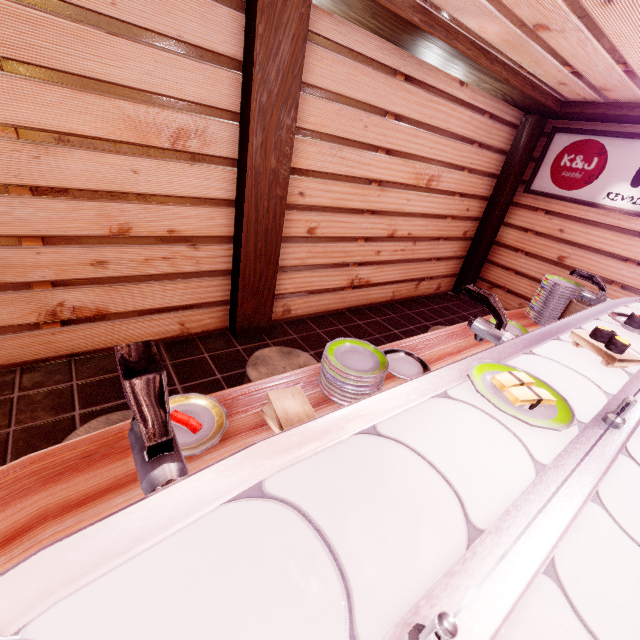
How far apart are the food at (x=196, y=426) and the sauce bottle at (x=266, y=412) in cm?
38

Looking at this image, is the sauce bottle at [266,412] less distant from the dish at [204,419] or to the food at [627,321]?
the dish at [204,419]

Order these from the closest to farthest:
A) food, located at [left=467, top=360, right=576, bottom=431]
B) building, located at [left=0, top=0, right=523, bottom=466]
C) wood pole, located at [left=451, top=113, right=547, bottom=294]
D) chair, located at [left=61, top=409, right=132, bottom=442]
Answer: food, located at [left=467, top=360, right=576, bottom=431], chair, located at [left=61, top=409, right=132, bottom=442], building, located at [left=0, top=0, right=523, bottom=466], wood pole, located at [left=451, top=113, right=547, bottom=294]

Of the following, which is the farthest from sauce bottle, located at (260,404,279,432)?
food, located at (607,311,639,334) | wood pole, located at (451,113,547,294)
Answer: wood pole, located at (451,113,547,294)

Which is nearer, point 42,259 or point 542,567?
point 542,567

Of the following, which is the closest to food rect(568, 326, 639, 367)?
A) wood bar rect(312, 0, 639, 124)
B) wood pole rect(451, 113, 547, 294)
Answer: wood bar rect(312, 0, 639, 124)

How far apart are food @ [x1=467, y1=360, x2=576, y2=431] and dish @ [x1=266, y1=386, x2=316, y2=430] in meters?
0.9

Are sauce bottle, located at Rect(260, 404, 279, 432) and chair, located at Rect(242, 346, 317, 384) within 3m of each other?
yes
